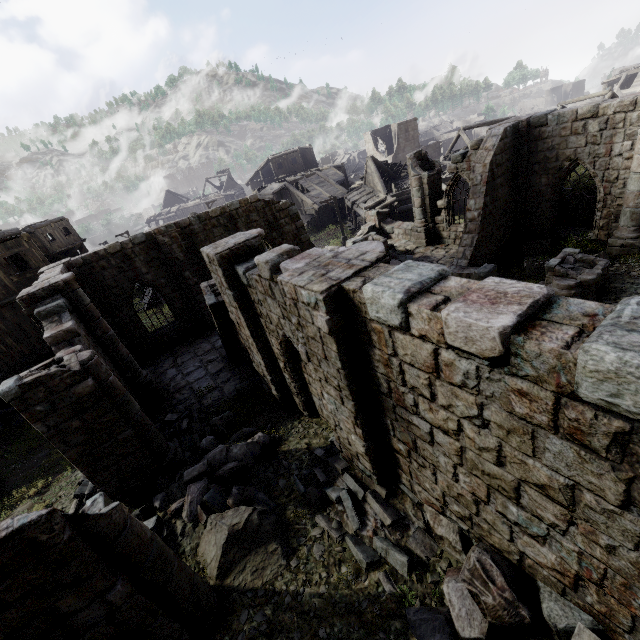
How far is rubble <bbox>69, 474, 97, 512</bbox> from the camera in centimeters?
923cm

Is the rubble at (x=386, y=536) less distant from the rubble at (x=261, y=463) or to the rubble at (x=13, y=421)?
the rubble at (x=261, y=463)

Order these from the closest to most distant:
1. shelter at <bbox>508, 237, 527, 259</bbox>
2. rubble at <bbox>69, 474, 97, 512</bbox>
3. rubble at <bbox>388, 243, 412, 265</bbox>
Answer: rubble at <bbox>69, 474, 97, 512</bbox> < shelter at <bbox>508, 237, 527, 259</bbox> < rubble at <bbox>388, 243, 412, 265</bbox>

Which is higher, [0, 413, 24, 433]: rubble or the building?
the building

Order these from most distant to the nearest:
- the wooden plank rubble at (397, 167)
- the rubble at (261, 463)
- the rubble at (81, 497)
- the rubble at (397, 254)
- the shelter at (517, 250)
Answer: the wooden plank rubble at (397, 167) → the rubble at (397, 254) → the shelter at (517, 250) → the rubble at (81, 497) → the rubble at (261, 463)

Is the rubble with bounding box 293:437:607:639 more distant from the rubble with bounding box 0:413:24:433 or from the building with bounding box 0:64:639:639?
the rubble with bounding box 0:413:24:433

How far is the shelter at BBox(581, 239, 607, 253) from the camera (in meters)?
13.31

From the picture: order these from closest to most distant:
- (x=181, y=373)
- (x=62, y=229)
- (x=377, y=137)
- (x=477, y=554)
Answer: (x=477, y=554) → (x=181, y=373) → (x=62, y=229) → (x=377, y=137)
